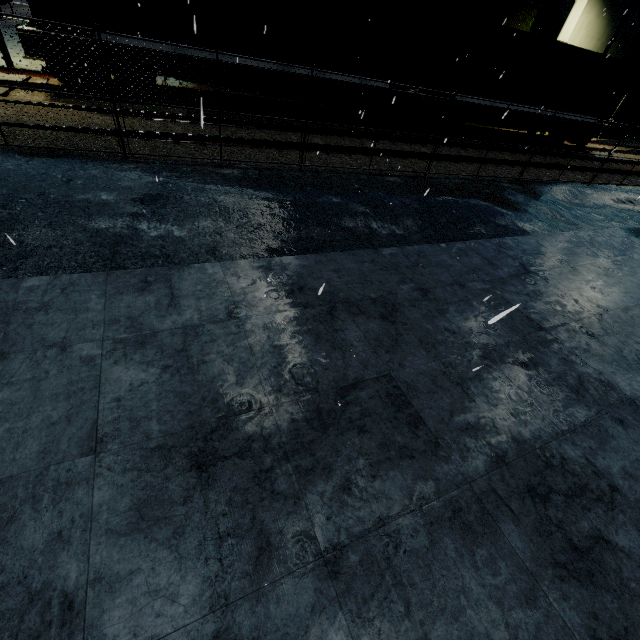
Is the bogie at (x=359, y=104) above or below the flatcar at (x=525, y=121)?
below

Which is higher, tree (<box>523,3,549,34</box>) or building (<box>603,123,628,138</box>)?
tree (<box>523,3,549,34</box>)

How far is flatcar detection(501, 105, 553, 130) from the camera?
15.50m

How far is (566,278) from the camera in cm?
604

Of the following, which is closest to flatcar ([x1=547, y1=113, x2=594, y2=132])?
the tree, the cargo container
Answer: the cargo container

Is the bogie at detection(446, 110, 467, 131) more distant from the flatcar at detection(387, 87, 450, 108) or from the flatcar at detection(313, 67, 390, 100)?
the flatcar at detection(313, 67, 390, 100)

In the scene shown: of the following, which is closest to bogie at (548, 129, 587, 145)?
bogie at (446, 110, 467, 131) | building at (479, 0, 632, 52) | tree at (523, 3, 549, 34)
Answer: building at (479, 0, 632, 52)

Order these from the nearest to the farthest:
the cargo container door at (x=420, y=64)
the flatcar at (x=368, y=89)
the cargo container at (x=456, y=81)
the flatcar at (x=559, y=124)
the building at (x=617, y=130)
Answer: the cargo container at (x=456, y=81) → the flatcar at (x=368, y=89) → the cargo container door at (x=420, y=64) → the flatcar at (x=559, y=124) → the building at (x=617, y=130)
